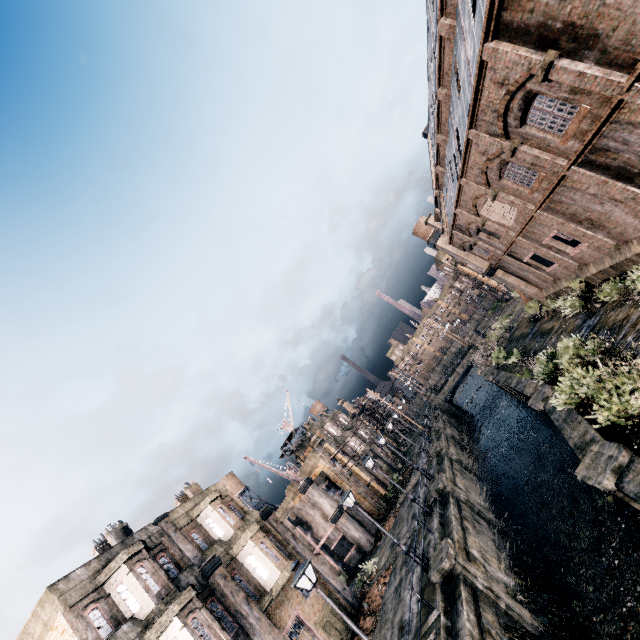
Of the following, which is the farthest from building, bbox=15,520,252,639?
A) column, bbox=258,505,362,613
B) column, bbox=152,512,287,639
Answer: column, bbox=258,505,362,613

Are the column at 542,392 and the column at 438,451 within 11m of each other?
no

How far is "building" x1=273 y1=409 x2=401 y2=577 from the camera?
33.7m

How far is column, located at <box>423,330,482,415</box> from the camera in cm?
5578

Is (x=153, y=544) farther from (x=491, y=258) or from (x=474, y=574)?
(x=491, y=258)

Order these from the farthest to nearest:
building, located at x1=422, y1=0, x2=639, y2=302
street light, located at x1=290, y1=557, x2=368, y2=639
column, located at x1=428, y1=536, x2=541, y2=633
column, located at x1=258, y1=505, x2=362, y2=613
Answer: column, located at x1=258, y1=505, x2=362, y2=613, column, located at x1=428, y1=536, x2=541, y2=633, street light, located at x1=290, y1=557, x2=368, y2=639, building, located at x1=422, y1=0, x2=639, y2=302

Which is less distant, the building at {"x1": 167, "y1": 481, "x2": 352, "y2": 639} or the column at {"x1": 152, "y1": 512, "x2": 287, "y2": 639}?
the column at {"x1": 152, "y1": 512, "x2": 287, "y2": 639}

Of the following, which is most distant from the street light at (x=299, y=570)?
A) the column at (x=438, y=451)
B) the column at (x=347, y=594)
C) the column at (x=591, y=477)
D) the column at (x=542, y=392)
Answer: the column at (x=438, y=451)
